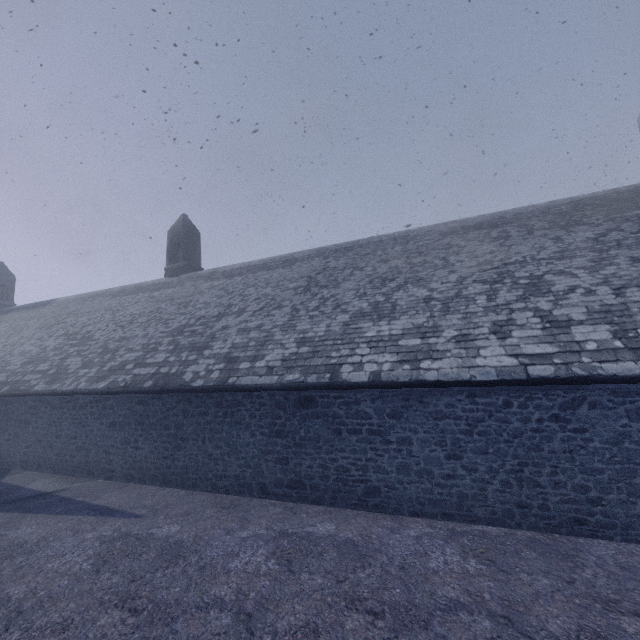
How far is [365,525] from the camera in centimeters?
659cm
